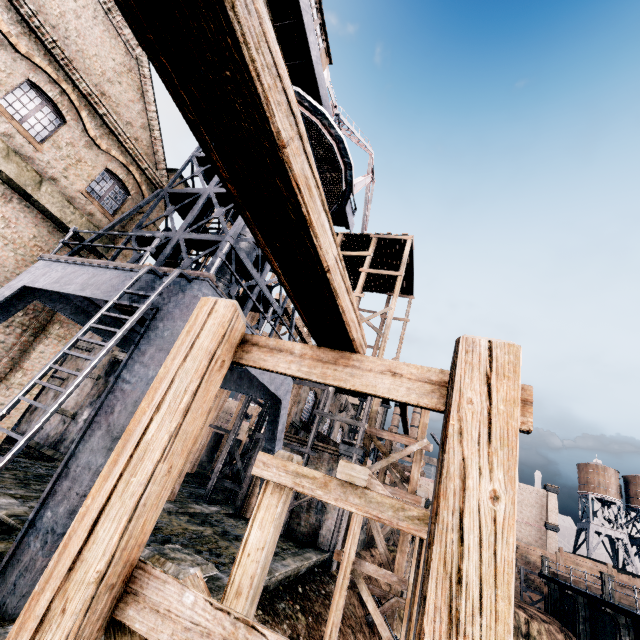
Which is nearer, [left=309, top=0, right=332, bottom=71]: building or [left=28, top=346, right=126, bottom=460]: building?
[left=309, top=0, right=332, bottom=71]: building

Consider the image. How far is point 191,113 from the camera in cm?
118

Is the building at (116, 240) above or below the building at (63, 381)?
above

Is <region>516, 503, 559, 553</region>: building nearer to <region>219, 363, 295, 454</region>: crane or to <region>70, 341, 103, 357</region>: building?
<region>70, 341, 103, 357</region>: building

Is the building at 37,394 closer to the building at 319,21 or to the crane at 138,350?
the crane at 138,350

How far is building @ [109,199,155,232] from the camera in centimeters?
1630cm

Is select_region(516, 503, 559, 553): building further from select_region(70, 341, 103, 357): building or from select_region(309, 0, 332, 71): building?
select_region(309, 0, 332, 71): building
